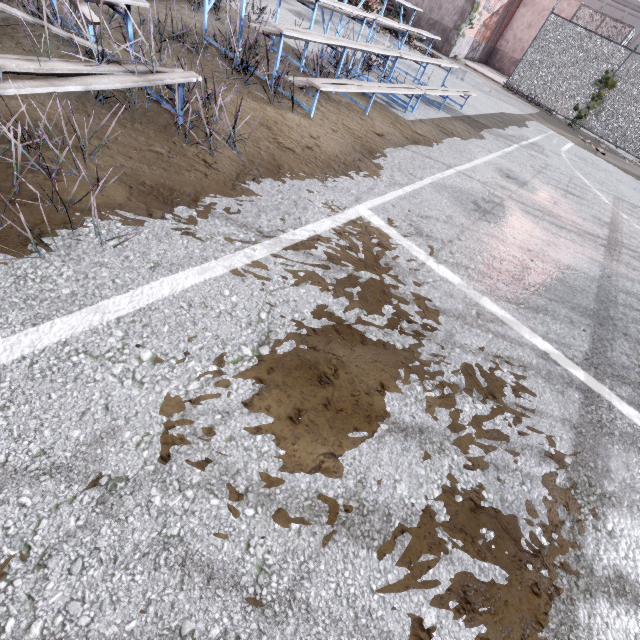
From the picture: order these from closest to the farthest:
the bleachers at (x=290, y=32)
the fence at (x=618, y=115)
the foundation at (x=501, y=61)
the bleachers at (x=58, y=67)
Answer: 1. the bleachers at (x=58, y=67)
2. the bleachers at (x=290, y=32)
3. the fence at (x=618, y=115)
4. the foundation at (x=501, y=61)

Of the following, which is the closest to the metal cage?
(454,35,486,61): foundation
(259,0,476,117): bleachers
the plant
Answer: (454,35,486,61): foundation

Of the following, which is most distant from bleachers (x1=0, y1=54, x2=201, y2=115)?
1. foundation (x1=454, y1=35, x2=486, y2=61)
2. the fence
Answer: foundation (x1=454, y1=35, x2=486, y2=61)

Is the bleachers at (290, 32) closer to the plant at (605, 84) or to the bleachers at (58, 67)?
the bleachers at (58, 67)

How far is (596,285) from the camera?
4.10m

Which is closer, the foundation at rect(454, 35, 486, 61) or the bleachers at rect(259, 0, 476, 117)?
the bleachers at rect(259, 0, 476, 117)

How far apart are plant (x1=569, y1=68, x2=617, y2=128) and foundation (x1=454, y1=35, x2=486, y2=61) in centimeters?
665cm

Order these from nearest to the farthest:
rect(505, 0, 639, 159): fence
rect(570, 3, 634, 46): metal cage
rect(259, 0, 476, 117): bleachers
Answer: rect(259, 0, 476, 117): bleachers
rect(505, 0, 639, 159): fence
rect(570, 3, 634, 46): metal cage
